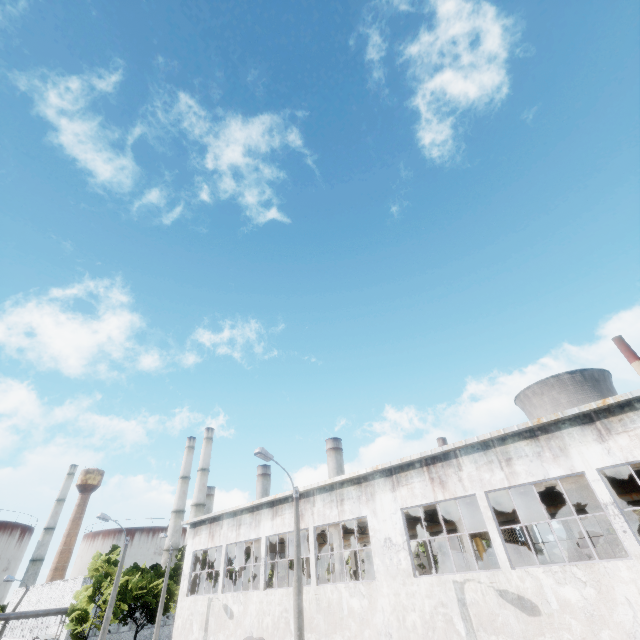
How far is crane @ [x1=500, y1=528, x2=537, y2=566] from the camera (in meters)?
20.67

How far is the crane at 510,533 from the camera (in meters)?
20.67

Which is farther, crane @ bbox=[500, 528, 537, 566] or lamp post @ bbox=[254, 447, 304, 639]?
crane @ bbox=[500, 528, 537, 566]

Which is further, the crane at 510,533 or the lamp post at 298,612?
the crane at 510,533

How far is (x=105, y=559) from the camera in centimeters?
3381cm
